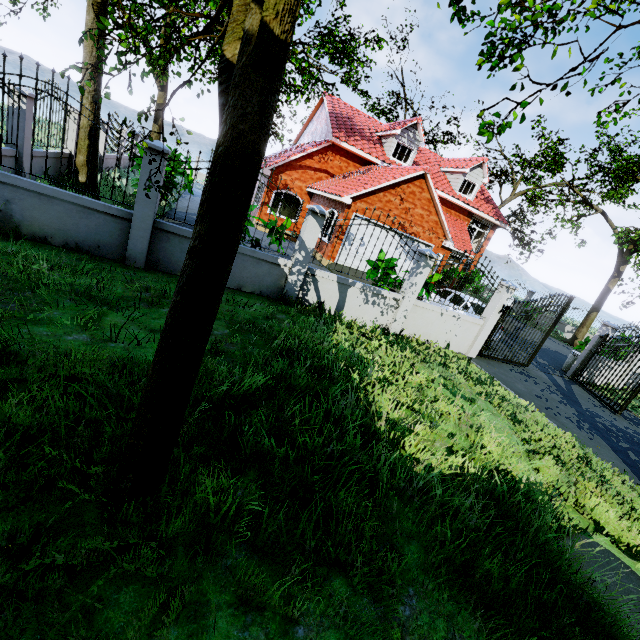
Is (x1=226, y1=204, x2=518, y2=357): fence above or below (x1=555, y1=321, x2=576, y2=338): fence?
below

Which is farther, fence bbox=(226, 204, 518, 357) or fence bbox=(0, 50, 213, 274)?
fence bbox=(226, 204, 518, 357)

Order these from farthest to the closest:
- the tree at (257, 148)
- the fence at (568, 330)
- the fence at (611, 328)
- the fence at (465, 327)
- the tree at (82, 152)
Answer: the fence at (568, 330) → the fence at (611, 328) → the tree at (82, 152) → the fence at (465, 327) → the tree at (257, 148)

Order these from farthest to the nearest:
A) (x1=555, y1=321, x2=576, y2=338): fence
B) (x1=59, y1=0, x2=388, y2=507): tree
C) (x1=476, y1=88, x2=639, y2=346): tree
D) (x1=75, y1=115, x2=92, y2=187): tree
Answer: (x1=555, y1=321, x2=576, y2=338): fence
(x1=476, y1=88, x2=639, y2=346): tree
(x1=75, y1=115, x2=92, y2=187): tree
(x1=59, y1=0, x2=388, y2=507): tree

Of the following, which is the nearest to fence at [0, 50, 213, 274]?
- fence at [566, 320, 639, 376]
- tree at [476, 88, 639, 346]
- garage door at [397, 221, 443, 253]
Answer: tree at [476, 88, 639, 346]

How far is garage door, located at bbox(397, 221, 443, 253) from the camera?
16.4m

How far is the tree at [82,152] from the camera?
9.6 meters

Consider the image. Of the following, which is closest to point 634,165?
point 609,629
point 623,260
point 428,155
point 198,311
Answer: point 623,260
